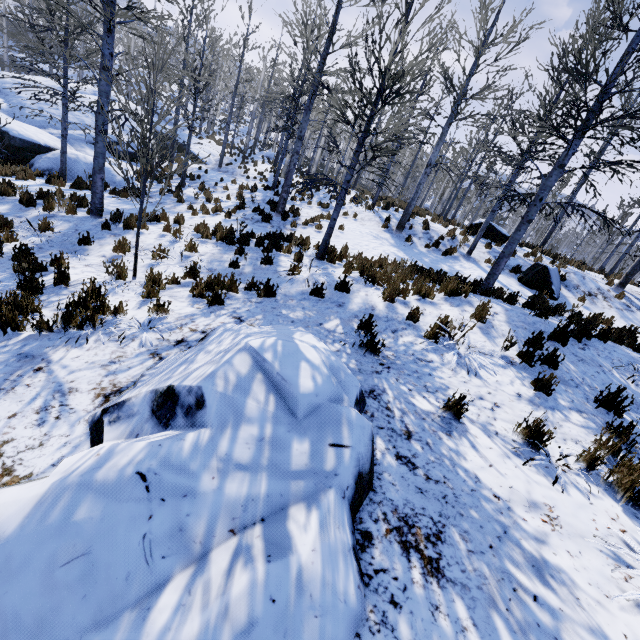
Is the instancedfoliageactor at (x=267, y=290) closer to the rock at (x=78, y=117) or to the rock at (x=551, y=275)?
the rock at (x=78, y=117)

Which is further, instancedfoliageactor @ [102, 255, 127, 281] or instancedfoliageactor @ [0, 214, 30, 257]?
instancedfoliageactor @ [0, 214, 30, 257]

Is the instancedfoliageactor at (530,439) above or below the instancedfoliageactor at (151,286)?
above

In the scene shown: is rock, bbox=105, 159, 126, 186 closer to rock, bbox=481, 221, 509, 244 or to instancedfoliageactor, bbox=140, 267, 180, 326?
instancedfoliageactor, bbox=140, 267, 180, 326

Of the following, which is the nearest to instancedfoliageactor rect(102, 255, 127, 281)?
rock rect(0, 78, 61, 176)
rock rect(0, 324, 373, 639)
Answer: rock rect(0, 78, 61, 176)

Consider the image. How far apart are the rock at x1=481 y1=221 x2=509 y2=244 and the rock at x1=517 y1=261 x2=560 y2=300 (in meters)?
3.88

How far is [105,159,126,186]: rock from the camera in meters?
13.4 m

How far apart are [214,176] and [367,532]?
20.53m
